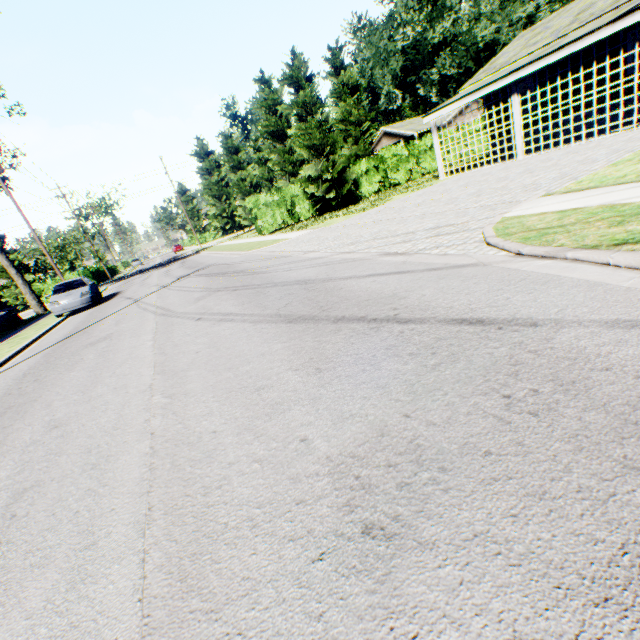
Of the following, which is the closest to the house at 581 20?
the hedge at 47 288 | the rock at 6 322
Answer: the rock at 6 322

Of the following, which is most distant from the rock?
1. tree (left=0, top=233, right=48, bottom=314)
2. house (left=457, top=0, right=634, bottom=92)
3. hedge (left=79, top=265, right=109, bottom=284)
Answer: house (left=457, top=0, right=634, bottom=92)

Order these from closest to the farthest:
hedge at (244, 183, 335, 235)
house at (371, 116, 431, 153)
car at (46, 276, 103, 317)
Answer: car at (46, 276, 103, 317), hedge at (244, 183, 335, 235), house at (371, 116, 431, 153)

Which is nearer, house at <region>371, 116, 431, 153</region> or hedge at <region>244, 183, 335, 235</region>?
hedge at <region>244, 183, 335, 235</region>

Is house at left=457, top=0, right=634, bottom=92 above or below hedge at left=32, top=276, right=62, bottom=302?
above

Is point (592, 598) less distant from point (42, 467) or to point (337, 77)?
point (42, 467)

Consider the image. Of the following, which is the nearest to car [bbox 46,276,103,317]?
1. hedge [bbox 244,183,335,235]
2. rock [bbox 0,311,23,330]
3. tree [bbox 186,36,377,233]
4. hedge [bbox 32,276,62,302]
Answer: rock [bbox 0,311,23,330]

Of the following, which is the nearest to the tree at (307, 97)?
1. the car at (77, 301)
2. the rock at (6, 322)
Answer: the car at (77, 301)
